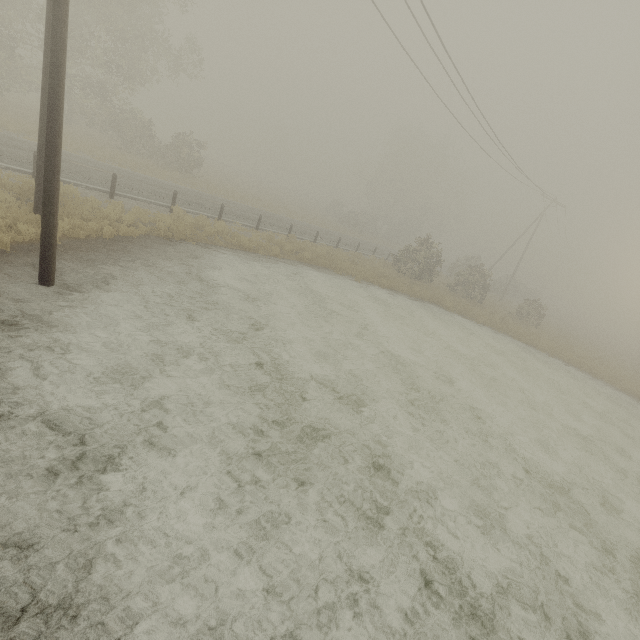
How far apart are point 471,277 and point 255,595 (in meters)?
28.76

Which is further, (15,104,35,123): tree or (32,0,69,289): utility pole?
(15,104,35,123): tree

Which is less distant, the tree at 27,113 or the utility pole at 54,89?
the utility pole at 54,89

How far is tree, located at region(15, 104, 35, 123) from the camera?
21.9 meters

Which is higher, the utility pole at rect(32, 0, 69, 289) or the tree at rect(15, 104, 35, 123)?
the tree at rect(15, 104, 35, 123)

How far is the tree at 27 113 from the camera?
21.95m
